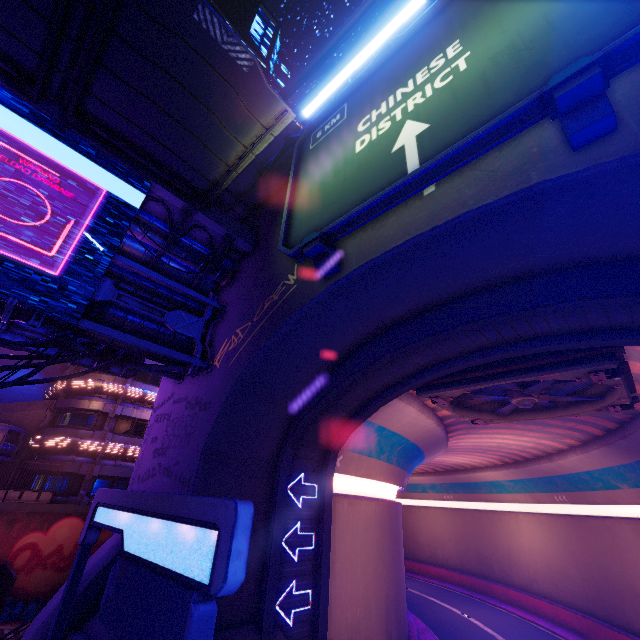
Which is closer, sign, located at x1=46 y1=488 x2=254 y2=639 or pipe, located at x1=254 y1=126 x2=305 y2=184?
sign, located at x1=46 y1=488 x2=254 y2=639

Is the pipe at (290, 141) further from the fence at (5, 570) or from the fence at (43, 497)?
the fence at (43, 497)

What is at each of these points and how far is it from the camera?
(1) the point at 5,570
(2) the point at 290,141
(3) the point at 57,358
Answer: (1) fence, 18.8m
(2) pipe, 14.1m
(3) cable, 8.7m

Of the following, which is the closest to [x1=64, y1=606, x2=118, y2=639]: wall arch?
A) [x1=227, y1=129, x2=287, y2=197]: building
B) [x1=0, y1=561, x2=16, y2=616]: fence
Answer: [x1=227, y1=129, x2=287, y2=197]: building

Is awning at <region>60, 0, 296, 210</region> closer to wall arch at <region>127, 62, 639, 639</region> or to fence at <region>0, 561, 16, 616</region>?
wall arch at <region>127, 62, 639, 639</region>

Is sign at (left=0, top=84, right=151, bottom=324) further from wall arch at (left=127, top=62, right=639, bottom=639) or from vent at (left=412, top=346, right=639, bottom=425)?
vent at (left=412, top=346, right=639, bottom=425)

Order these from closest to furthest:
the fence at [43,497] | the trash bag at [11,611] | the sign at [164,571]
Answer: the sign at [164,571]
the trash bag at [11,611]
the fence at [43,497]

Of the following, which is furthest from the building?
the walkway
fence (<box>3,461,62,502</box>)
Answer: fence (<box>3,461,62,502</box>)
